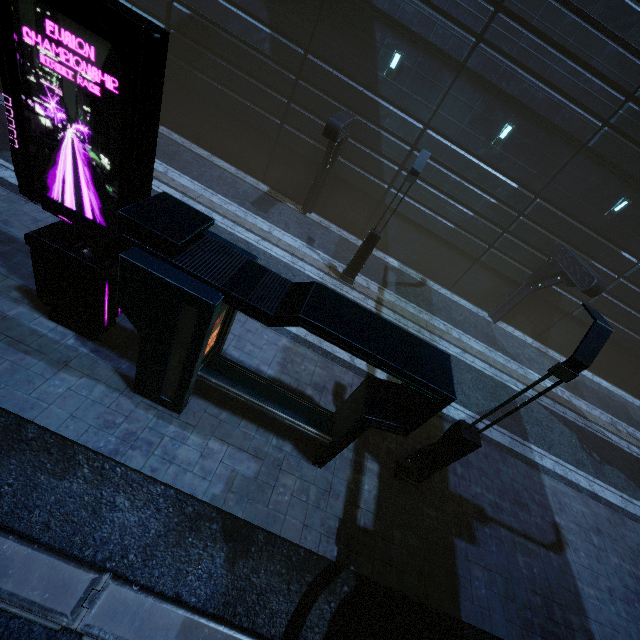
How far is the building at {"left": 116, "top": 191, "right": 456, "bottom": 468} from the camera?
4.9 meters

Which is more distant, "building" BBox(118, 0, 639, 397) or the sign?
"building" BBox(118, 0, 639, 397)

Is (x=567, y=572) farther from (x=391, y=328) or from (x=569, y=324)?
(x=569, y=324)

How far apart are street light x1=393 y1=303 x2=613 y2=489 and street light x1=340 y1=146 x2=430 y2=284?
7.25m

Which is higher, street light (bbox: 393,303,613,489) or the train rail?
street light (bbox: 393,303,613,489)

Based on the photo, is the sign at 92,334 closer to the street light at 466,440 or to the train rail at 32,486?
the train rail at 32,486

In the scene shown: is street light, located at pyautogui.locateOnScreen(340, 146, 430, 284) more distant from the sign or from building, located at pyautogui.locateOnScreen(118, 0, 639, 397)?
the sign

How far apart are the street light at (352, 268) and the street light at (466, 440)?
7.3m
